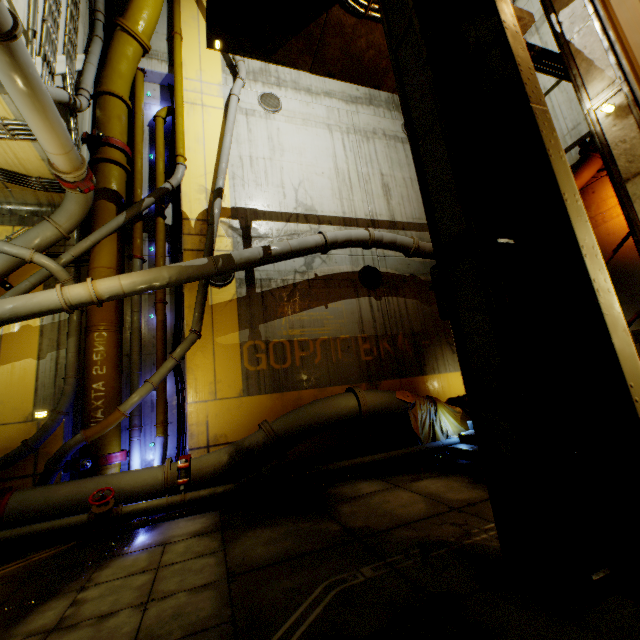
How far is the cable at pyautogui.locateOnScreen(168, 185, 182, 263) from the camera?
8.9m

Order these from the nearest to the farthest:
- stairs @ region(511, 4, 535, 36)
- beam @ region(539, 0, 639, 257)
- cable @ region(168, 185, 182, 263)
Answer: beam @ region(539, 0, 639, 257) → stairs @ region(511, 4, 535, 36) → cable @ region(168, 185, 182, 263)

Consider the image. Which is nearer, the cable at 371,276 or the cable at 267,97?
the cable at 371,276

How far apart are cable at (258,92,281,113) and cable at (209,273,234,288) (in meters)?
5.68

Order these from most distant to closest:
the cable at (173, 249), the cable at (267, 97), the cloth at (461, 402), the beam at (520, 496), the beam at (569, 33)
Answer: the cable at (267, 97) → the cable at (173, 249) → the cloth at (461, 402) → the beam at (569, 33) → the beam at (520, 496)

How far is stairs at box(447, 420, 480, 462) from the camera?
6.7m

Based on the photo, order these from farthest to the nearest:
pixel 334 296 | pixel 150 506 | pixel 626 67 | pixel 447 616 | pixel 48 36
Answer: pixel 334 296
pixel 48 36
pixel 150 506
pixel 626 67
pixel 447 616

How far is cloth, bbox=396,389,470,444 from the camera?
8.12m
